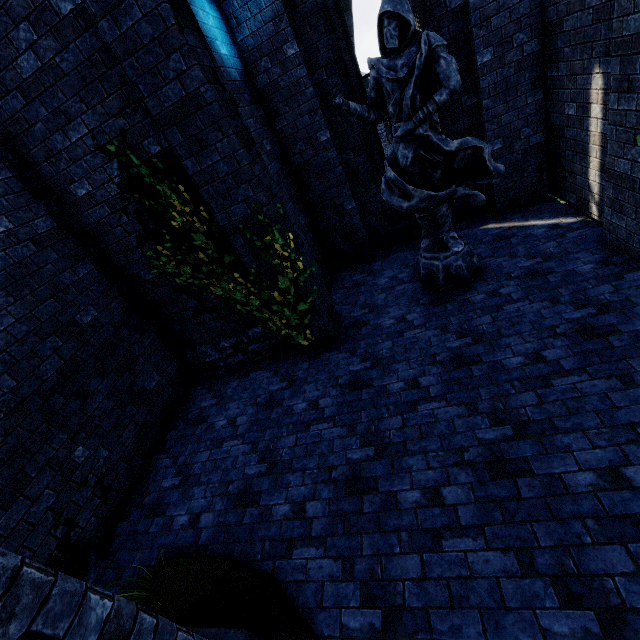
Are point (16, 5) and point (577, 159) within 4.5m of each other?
no

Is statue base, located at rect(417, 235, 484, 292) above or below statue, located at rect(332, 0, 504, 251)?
below

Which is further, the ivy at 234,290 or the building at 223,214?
the ivy at 234,290

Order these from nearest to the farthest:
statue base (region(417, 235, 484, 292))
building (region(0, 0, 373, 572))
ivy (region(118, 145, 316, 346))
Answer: building (region(0, 0, 373, 572))
ivy (region(118, 145, 316, 346))
statue base (region(417, 235, 484, 292))

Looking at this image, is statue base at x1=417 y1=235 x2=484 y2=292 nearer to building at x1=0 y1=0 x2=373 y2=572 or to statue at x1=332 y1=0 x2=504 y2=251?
statue at x1=332 y1=0 x2=504 y2=251

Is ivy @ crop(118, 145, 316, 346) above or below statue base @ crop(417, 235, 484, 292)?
above

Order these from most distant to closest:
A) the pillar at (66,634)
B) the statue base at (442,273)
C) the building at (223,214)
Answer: the statue base at (442,273)
the building at (223,214)
the pillar at (66,634)

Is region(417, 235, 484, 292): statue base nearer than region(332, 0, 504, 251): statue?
No
